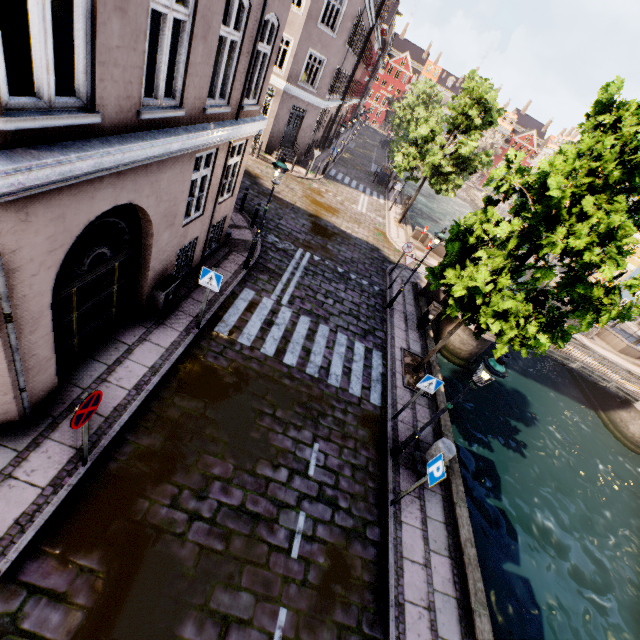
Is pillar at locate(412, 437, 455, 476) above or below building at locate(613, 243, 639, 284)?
below

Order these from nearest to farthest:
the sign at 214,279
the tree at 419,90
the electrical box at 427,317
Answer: the sign at 214,279
the electrical box at 427,317
the tree at 419,90

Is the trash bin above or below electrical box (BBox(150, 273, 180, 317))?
above

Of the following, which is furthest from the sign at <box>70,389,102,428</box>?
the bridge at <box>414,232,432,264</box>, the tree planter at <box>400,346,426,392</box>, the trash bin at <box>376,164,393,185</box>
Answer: the trash bin at <box>376,164,393,185</box>

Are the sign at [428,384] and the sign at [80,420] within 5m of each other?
no

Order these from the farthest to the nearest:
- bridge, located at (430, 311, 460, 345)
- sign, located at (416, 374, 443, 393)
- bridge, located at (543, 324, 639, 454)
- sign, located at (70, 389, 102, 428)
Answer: bridge, located at (543, 324, 639, 454), bridge, located at (430, 311, 460, 345), sign, located at (416, 374, 443, 393), sign, located at (70, 389, 102, 428)

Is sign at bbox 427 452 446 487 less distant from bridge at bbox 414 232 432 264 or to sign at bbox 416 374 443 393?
sign at bbox 416 374 443 393

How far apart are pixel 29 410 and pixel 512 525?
14.1m
